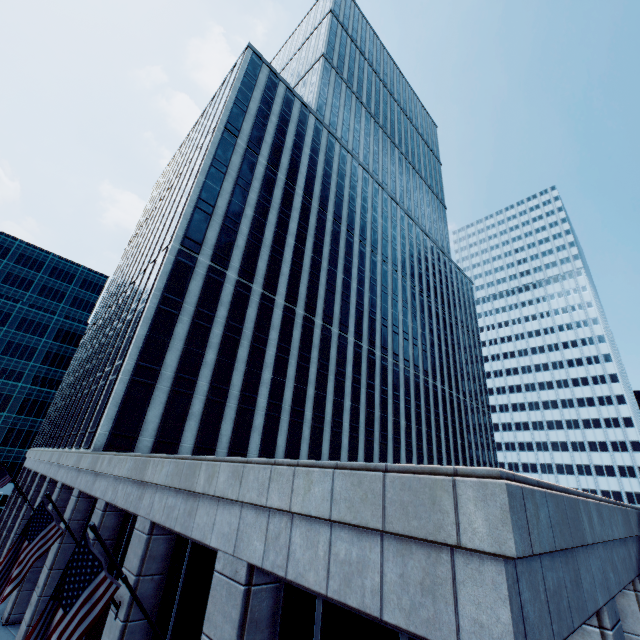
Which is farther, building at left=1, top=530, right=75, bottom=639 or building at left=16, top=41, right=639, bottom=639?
building at left=1, top=530, right=75, bottom=639

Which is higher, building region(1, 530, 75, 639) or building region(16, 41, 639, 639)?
building region(16, 41, 639, 639)

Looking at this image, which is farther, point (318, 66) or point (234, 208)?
point (318, 66)

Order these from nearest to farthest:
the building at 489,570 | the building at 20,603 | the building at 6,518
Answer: the building at 489,570
the building at 20,603
the building at 6,518

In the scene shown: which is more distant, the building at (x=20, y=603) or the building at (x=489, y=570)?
the building at (x=20, y=603)
